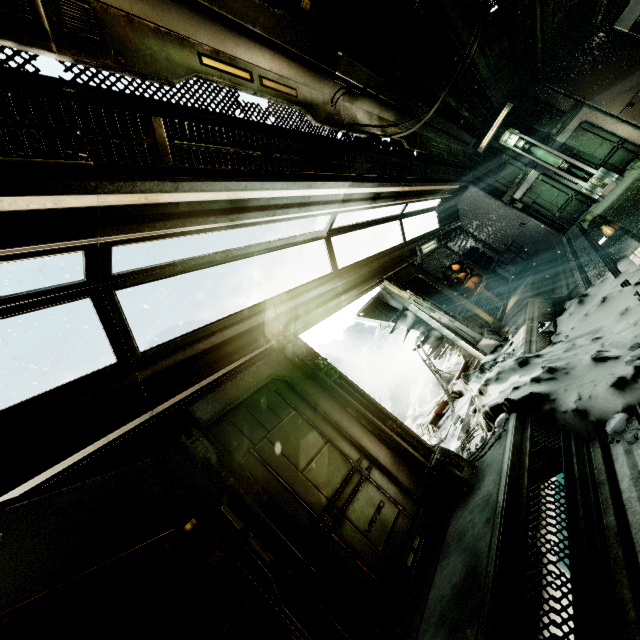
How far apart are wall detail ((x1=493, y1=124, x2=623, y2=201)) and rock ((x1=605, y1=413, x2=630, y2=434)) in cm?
1128

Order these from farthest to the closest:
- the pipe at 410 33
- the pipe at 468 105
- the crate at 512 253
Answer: the crate at 512 253, the pipe at 468 105, the pipe at 410 33

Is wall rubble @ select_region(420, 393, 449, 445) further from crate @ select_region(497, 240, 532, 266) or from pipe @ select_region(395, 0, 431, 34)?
pipe @ select_region(395, 0, 431, 34)

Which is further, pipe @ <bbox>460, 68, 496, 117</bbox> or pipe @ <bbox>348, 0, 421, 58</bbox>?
pipe @ <bbox>460, 68, 496, 117</bbox>

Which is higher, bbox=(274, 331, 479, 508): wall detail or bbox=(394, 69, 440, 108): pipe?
bbox=(394, 69, 440, 108): pipe

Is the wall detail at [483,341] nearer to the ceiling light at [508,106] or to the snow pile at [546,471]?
the snow pile at [546,471]

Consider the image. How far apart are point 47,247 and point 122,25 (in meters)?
1.62

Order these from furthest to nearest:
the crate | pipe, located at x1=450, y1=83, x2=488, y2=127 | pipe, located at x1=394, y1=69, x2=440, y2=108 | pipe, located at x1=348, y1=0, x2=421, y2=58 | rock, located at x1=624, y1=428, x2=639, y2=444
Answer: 1. the crate
2. pipe, located at x1=450, y1=83, x2=488, y2=127
3. pipe, located at x1=394, y1=69, x2=440, y2=108
4. pipe, located at x1=348, y1=0, x2=421, y2=58
5. rock, located at x1=624, y1=428, x2=639, y2=444
